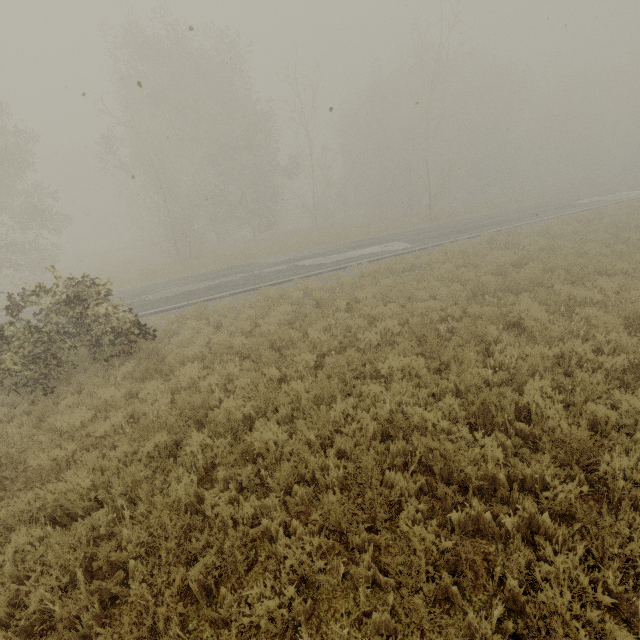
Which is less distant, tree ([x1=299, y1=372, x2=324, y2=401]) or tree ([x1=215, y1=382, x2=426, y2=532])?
tree ([x1=215, y1=382, x2=426, y2=532])

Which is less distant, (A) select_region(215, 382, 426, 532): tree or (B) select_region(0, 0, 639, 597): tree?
(A) select_region(215, 382, 426, 532): tree

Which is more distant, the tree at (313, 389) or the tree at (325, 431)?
the tree at (313, 389)

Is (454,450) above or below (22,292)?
below

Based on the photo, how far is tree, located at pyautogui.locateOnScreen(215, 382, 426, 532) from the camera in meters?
4.3 m

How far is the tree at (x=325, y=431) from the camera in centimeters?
434cm
